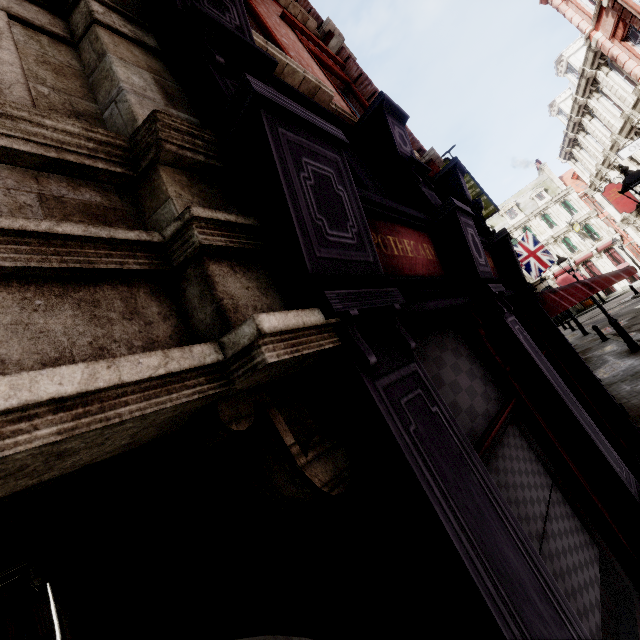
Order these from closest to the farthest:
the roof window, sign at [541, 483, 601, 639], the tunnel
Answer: the tunnel < sign at [541, 483, 601, 639] < the roof window

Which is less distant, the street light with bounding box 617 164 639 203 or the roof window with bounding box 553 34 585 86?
the street light with bounding box 617 164 639 203

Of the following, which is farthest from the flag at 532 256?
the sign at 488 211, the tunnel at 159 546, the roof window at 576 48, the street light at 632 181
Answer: the tunnel at 159 546

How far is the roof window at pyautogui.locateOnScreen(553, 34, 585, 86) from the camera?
21.5m

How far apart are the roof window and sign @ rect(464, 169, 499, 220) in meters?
11.9

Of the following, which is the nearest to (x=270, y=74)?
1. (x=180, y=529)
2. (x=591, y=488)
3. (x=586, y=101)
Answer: (x=180, y=529)

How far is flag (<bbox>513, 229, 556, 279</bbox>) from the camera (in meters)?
24.11

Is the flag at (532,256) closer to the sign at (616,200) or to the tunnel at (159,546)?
the sign at (616,200)
